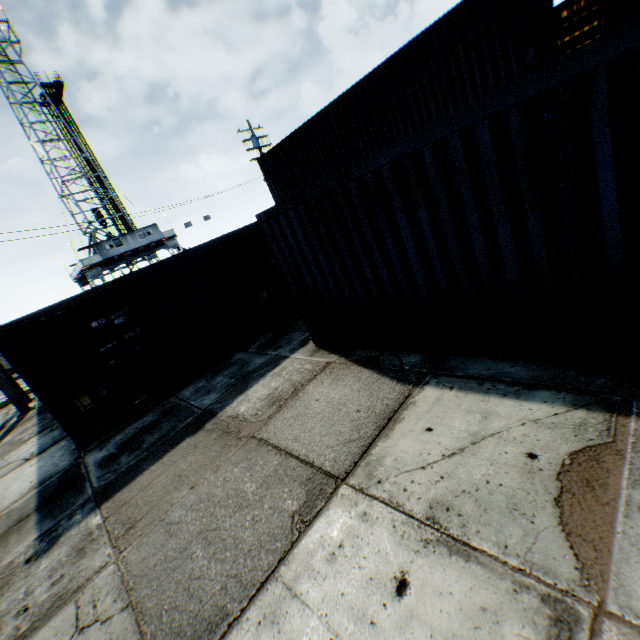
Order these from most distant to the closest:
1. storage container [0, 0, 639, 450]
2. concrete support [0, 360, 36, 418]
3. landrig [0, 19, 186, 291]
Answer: landrig [0, 19, 186, 291]
concrete support [0, 360, 36, 418]
storage container [0, 0, 639, 450]

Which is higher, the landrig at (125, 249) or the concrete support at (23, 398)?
the landrig at (125, 249)

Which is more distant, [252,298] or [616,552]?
[252,298]

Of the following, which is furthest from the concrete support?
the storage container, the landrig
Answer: the landrig

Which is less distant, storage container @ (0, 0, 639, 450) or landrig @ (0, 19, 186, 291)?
storage container @ (0, 0, 639, 450)

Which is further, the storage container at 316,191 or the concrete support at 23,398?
the concrete support at 23,398
